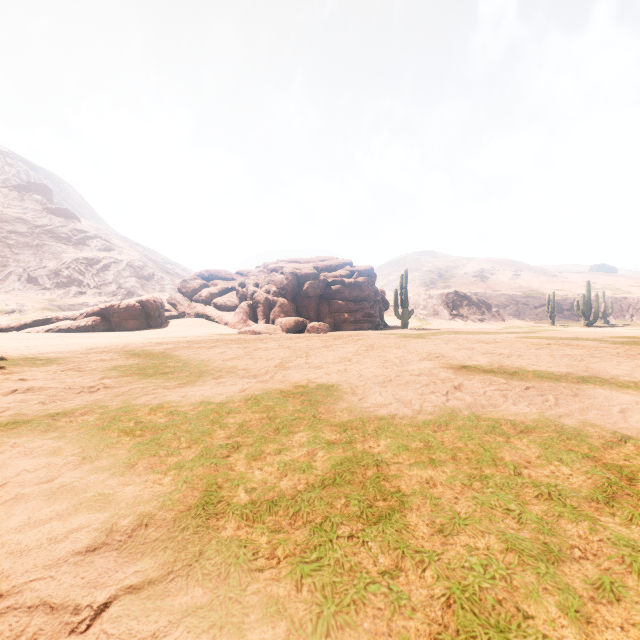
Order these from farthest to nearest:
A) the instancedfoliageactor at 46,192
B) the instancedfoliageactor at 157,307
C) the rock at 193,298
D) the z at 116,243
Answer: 1. the instancedfoliageactor at 46,192
2. the z at 116,243
3. the rock at 193,298
4. the instancedfoliageactor at 157,307

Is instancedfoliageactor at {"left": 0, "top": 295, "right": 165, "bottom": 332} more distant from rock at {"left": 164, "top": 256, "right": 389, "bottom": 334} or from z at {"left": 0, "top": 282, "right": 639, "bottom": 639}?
rock at {"left": 164, "top": 256, "right": 389, "bottom": 334}

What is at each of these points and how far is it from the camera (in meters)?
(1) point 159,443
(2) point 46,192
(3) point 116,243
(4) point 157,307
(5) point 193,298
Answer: (1) z, 1.61
(2) instancedfoliageactor, 58.81
(3) z, 56.59
(4) instancedfoliageactor, 13.91
(5) rock, 18.03

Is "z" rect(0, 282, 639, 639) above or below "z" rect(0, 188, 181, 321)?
below

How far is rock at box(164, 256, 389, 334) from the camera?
15.0 meters

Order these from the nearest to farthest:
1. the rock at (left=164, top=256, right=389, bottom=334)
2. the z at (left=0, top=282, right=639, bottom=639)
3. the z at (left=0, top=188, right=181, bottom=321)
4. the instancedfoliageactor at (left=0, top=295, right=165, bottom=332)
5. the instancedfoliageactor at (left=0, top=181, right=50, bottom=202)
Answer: the z at (left=0, top=282, right=639, bottom=639) < the instancedfoliageactor at (left=0, top=295, right=165, bottom=332) < the rock at (left=164, top=256, right=389, bottom=334) < the z at (left=0, top=188, right=181, bottom=321) < the instancedfoliageactor at (left=0, top=181, right=50, bottom=202)

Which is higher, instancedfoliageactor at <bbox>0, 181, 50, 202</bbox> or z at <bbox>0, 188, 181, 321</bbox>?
instancedfoliageactor at <bbox>0, 181, 50, 202</bbox>

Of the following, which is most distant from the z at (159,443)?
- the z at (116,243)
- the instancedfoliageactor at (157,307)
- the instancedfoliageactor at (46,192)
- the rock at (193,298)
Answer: the instancedfoliageactor at (46,192)
